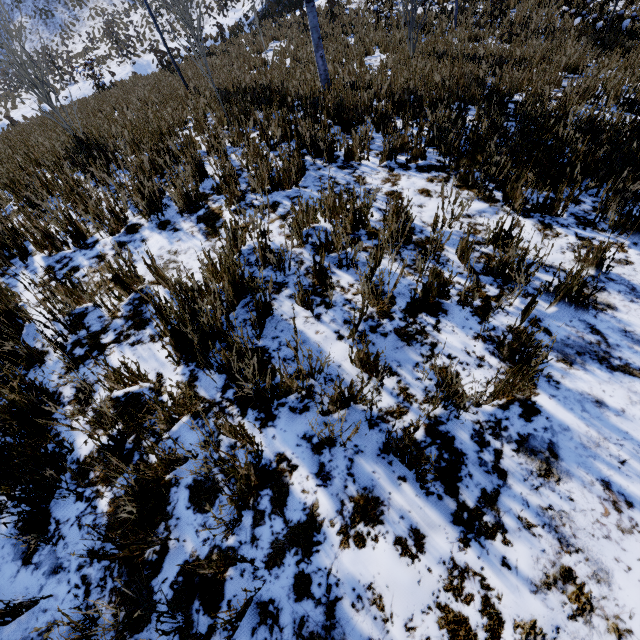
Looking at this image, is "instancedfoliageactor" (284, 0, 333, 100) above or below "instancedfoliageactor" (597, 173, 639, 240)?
above

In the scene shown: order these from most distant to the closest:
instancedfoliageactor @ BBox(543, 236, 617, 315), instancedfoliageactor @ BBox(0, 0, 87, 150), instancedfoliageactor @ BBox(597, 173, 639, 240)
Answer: instancedfoliageactor @ BBox(0, 0, 87, 150), instancedfoliageactor @ BBox(597, 173, 639, 240), instancedfoliageactor @ BBox(543, 236, 617, 315)

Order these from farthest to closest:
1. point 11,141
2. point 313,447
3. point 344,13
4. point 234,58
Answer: point 344,13 < point 234,58 < point 11,141 < point 313,447

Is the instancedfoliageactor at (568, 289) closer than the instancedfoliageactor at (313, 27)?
Yes

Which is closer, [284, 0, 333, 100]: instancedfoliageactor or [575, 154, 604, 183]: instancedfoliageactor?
[575, 154, 604, 183]: instancedfoliageactor

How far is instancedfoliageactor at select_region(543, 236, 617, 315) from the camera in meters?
2.2

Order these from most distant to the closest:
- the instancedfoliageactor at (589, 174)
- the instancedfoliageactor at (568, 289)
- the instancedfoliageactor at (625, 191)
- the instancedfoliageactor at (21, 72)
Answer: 1. the instancedfoliageactor at (21, 72)
2. the instancedfoliageactor at (589, 174)
3. the instancedfoliageactor at (625, 191)
4. the instancedfoliageactor at (568, 289)
